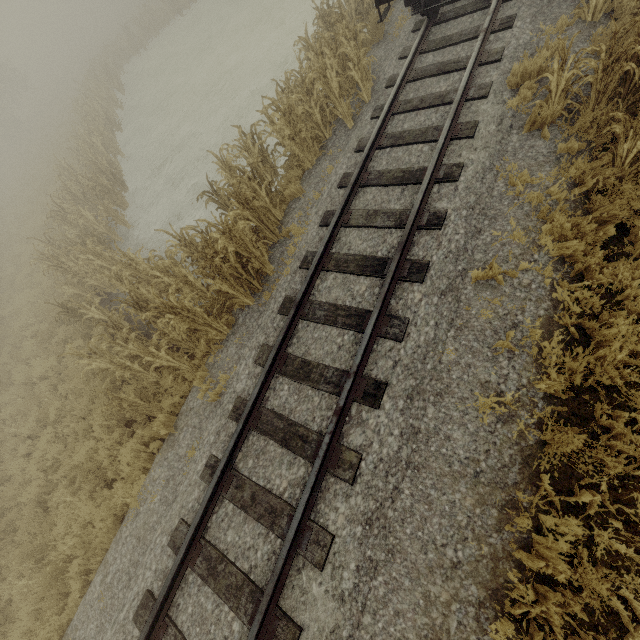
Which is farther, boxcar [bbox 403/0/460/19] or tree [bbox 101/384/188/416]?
boxcar [bbox 403/0/460/19]

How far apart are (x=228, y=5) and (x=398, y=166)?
27.2m

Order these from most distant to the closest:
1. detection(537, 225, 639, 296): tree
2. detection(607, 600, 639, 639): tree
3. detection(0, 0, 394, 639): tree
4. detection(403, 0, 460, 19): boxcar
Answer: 1. detection(403, 0, 460, 19): boxcar
2. detection(0, 0, 394, 639): tree
3. detection(537, 225, 639, 296): tree
4. detection(607, 600, 639, 639): tree

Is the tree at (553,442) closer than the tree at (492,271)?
Yes

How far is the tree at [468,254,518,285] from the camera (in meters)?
4.51

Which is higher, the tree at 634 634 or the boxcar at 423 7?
the boxcar at 423 7
